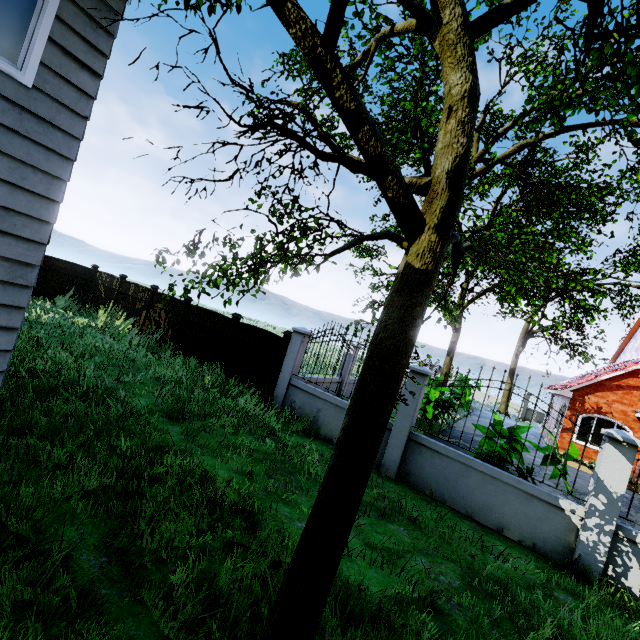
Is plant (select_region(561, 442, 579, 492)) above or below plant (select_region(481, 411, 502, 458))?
above

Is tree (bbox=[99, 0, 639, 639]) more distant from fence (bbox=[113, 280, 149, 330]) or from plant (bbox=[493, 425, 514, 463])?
plant (bbox=[493, 425, 514, 463])

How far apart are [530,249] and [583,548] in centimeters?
761cm

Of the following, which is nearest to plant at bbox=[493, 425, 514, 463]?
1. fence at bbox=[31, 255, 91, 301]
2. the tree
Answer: fence at bbox=[31, 255, 91, 301]

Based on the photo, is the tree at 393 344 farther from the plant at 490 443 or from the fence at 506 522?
the plant at 490 443

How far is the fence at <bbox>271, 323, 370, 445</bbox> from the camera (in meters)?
7.74

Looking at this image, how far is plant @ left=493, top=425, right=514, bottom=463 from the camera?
6.2 meters
